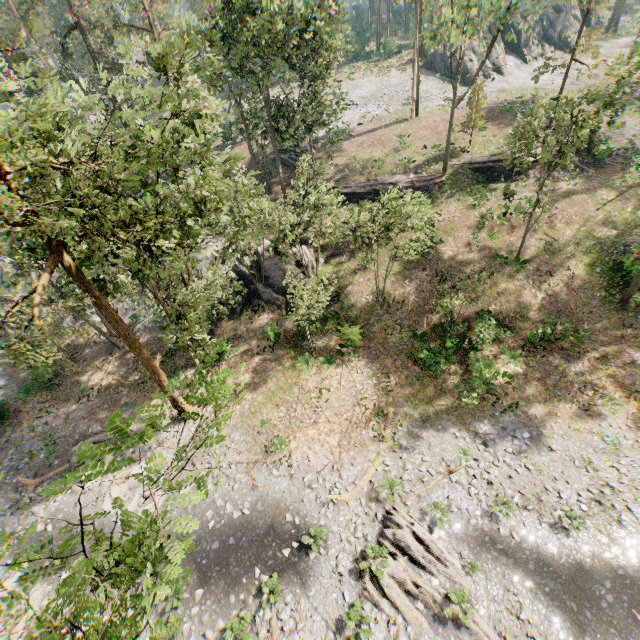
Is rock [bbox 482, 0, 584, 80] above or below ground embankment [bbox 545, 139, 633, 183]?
above

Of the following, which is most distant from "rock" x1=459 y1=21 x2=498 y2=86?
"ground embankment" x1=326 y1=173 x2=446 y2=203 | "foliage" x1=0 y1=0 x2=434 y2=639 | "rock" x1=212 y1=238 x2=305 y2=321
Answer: "rock" x1=212 y1=238 x2=305 y2=321

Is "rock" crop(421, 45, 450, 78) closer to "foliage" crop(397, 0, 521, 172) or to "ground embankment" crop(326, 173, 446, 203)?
"foliage" crop(397, 0, 521, 172)

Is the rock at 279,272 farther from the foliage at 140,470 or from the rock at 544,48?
the rock at 544,48

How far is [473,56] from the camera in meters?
45.9

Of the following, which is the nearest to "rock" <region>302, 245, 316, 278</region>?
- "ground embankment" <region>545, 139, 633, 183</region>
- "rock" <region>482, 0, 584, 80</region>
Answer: "ground embankment" <region>545, 139, 633, 183</region>

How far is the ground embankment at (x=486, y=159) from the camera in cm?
3125

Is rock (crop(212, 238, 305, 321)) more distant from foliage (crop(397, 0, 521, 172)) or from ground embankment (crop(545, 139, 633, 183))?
ground embankment (crop(545, 139, 633, 183))
